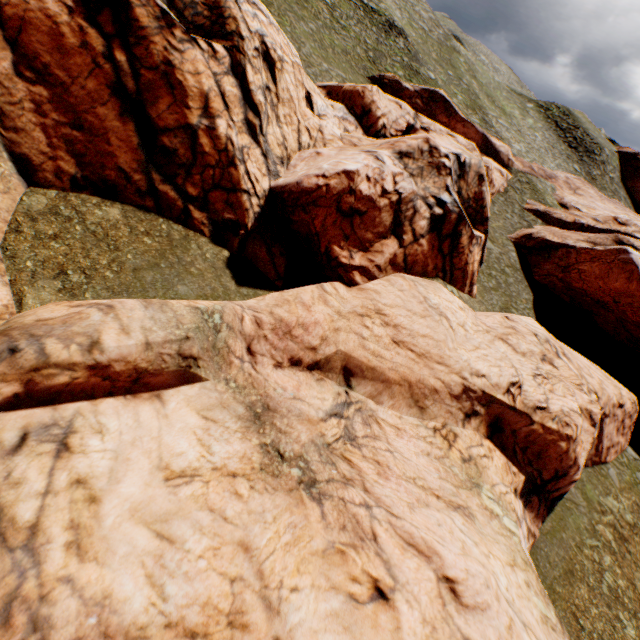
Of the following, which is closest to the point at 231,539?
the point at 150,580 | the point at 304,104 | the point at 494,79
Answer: the point at 150,580

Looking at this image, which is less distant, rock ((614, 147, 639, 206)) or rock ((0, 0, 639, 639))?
rock ((0, 0, 639, 639))

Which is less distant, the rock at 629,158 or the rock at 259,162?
the rock at 259,162

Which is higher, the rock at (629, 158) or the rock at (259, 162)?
the rock at (629, 158)

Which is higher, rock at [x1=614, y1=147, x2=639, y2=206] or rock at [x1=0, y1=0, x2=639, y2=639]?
rock at [x1=614, y1=147, x2=639, y2=206]
